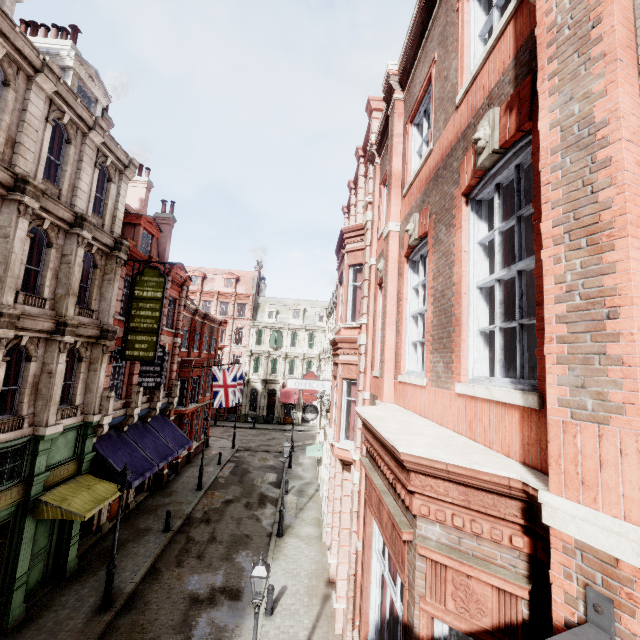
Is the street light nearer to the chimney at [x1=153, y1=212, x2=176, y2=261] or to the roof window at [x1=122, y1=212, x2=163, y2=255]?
the roof window at [x1=122, y1=212, x2=163, y2=255]

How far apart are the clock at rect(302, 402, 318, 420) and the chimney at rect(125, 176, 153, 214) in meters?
17.0

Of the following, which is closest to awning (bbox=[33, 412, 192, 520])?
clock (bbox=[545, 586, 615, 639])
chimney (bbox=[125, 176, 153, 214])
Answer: chimney (bbox=[125, 176, 153, 214])

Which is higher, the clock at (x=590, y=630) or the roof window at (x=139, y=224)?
the roof window at (x=139, y=224)

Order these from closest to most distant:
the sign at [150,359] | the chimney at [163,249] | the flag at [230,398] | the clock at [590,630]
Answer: the clock at [590,630], the sign at [150,359], the chimney at [163,249], the flag at [230,398]

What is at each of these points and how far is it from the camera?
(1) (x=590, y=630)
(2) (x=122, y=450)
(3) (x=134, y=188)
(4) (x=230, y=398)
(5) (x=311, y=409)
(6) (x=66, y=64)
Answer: (1) clock, 1.8 meters
(2) awning, 15.2 meters
(3) chimney, 23.1 meters
(4) flag, 23.8 meters
(5) clock, 19.6 meters
(6) roof window, 13.1 meters

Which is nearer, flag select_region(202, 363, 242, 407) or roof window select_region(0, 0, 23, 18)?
roof window select_region(0, 0, 23, 18)

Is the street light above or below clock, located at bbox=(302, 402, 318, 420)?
below
